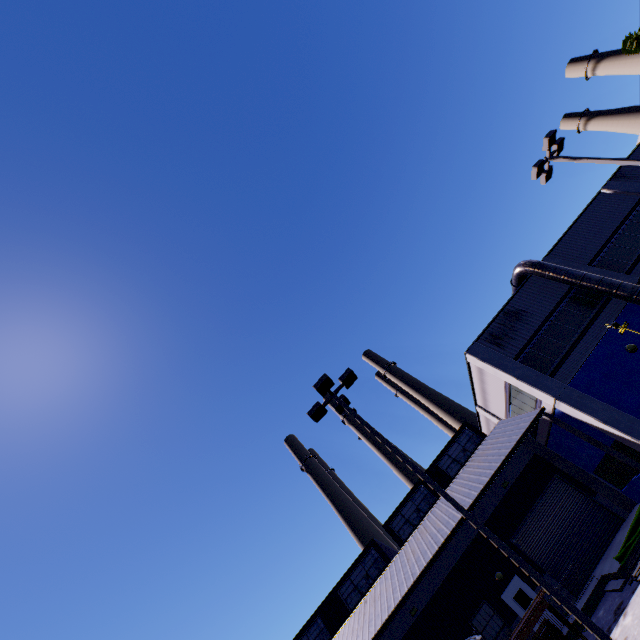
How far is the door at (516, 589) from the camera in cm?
1756

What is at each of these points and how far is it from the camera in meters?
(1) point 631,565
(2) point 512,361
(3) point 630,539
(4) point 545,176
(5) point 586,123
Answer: (1) pipe, 12.4 m
(2) building, 18.1 m
(3) tarp, 13.4 m
(4) light, 16.0 m
(5) smokestack, 49.5 m

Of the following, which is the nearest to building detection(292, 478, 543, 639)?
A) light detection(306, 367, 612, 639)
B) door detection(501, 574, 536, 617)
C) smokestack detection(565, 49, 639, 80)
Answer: door detection(501, 574, 536, 617)

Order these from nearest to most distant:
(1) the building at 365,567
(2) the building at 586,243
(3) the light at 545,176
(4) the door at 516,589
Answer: (3) the light at 545,176 < (1) the building at 365,567 < (4) the door at 516,589 < (2) the building at 586,243

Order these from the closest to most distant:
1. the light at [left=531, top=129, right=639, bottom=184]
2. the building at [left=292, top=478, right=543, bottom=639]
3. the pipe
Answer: the pipe
the light at [left=531, top=129, right=639, bottom=184]
the building at [left=292, top=478, right=543, bottom=639]

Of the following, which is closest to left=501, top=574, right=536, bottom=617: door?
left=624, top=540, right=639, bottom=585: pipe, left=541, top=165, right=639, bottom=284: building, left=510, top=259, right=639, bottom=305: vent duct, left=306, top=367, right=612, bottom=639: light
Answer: left=541, top=165, right=639, bottom=284: building

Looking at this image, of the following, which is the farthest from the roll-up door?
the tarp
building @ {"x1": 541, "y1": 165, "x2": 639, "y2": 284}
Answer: the tarp

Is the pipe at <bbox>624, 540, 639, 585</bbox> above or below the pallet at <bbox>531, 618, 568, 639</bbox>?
below
